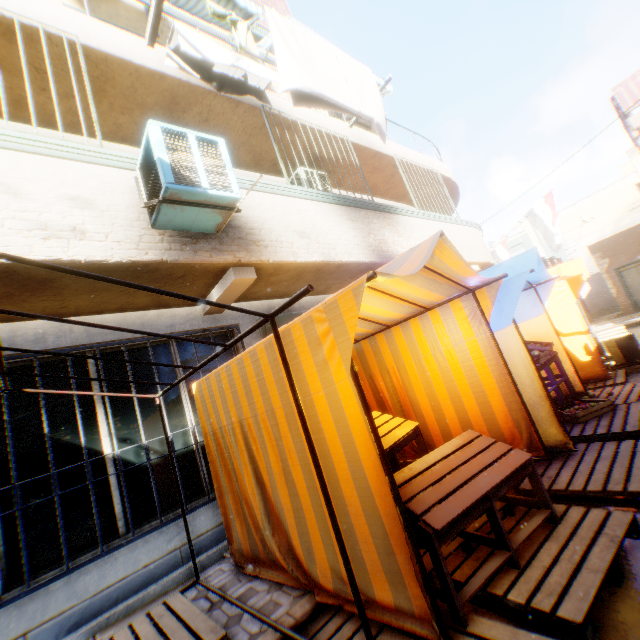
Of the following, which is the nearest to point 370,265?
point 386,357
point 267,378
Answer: point 386,357

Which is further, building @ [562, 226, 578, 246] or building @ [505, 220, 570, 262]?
building @ [562, 226, 578, 246]

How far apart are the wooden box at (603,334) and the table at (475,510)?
6.73m

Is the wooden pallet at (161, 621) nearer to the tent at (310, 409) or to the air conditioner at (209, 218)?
the tent at (310, 409)

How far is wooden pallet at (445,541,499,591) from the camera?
2.4m

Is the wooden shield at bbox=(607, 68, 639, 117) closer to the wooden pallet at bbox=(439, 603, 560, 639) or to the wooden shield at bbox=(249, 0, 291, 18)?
the wooden pallet at bbox=(439, 603, 560, 639)

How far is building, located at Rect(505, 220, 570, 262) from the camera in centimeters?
3084cm

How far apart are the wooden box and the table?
6.7 meters
